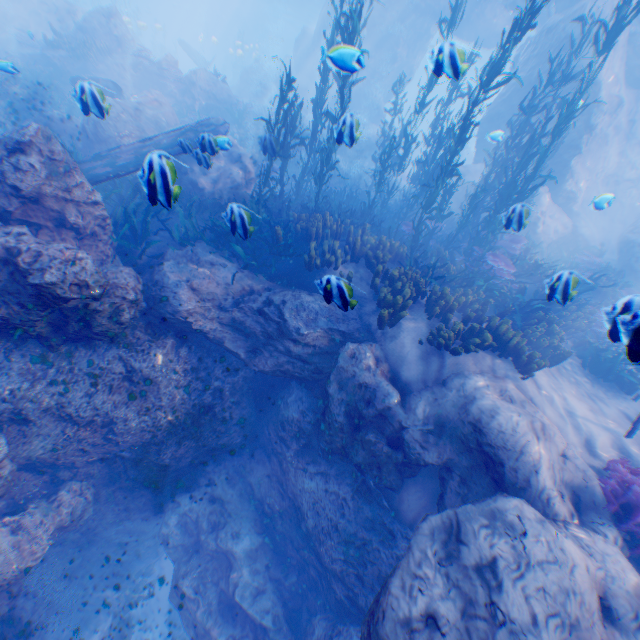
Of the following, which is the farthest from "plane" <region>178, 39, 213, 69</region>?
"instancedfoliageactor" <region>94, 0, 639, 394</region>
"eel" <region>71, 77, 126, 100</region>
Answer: "eel" <region>71, 77, 126, 100</region>

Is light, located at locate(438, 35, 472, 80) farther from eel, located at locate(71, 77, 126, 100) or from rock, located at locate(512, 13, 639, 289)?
eel, located at locate(71, 77, 126, 100)

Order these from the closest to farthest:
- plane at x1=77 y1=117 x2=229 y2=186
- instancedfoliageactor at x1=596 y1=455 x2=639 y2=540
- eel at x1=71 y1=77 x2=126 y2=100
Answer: instancedfoliageactor at x1=596 y1=455 x2=639 y2=540 < eel at x1=71 y1=77 x2=126 y2=100 < plane at x1=77 y1=117 x2=229 y2=186

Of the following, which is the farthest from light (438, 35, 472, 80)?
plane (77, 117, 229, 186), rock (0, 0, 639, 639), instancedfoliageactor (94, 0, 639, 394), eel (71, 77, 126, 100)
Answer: eel (71, 77, 126, 100)

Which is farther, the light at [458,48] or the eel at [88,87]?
the eel at [88,87]

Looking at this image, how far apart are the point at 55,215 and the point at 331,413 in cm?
641

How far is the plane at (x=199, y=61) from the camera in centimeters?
2833cm

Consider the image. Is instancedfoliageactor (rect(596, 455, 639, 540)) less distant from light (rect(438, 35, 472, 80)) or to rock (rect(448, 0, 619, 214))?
rock (rect(448, 0, 619, 214))
